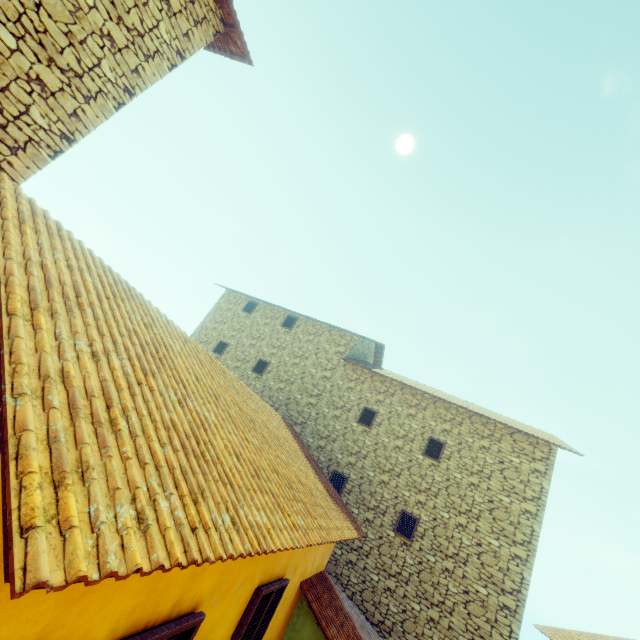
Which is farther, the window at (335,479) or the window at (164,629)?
the window at (335,479)

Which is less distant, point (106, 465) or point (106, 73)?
point (106, 465)

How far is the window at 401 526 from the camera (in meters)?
9.81

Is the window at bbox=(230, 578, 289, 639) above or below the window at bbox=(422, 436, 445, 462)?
below

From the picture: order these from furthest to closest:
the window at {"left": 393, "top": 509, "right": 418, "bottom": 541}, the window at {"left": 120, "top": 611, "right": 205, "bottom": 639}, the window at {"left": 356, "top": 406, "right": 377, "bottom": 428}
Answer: the window at {"left": 356, "top": 406, "right": 377, "bottom": 428}
the window at {"left": 393, "top": 509, "right": 418, "bottom": 541}
the window at {"left": 120, "top": 611, "right": 205, "bottom": 639}

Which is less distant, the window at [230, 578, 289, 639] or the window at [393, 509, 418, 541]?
the window at [230, 578, 289, 639]

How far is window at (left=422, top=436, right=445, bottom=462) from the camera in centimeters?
1079cm
